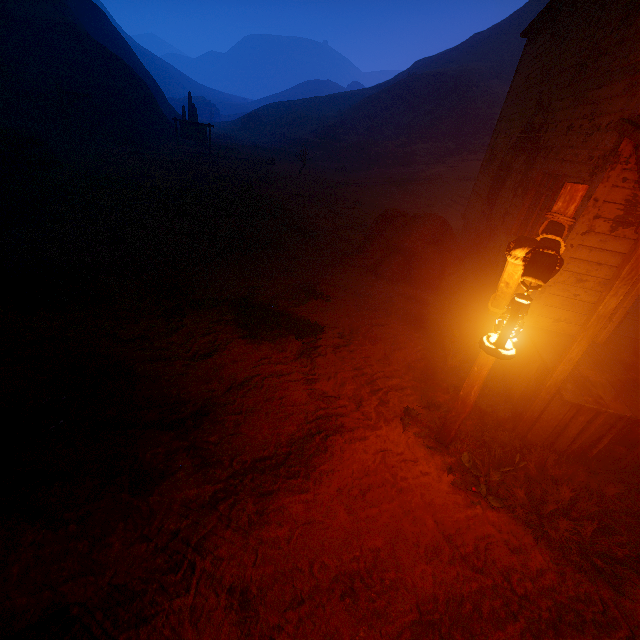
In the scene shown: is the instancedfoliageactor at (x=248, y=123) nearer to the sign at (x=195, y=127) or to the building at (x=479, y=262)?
the sign at (x=195, y=127)

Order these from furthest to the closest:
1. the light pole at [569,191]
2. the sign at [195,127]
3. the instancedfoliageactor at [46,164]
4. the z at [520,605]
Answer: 1. the sign at [195,127]
2. the instancedfoliageactor at [46,164]
3. the z at [520,605]
4. the light pole at [569,191]

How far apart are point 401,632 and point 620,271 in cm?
409

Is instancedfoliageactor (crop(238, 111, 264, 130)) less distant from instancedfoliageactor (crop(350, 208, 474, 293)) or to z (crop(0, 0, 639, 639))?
z (crop(0, 0, 639, 639))

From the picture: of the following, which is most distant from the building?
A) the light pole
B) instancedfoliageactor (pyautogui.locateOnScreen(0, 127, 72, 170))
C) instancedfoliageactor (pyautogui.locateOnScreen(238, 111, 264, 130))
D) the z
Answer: instancedfoliageactor (pyautogui.locateOnScreen(238, 111, 264, 130))

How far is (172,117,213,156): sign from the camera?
24.2m

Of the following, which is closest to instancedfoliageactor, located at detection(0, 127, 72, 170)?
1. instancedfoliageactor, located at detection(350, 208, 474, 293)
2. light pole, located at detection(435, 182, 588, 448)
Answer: instancedfoliageactor, located at detection(350, 208, 474, 293)

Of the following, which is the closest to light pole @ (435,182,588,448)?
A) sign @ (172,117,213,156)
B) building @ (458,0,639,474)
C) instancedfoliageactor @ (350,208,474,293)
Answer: building @ (458,0,639,474)
